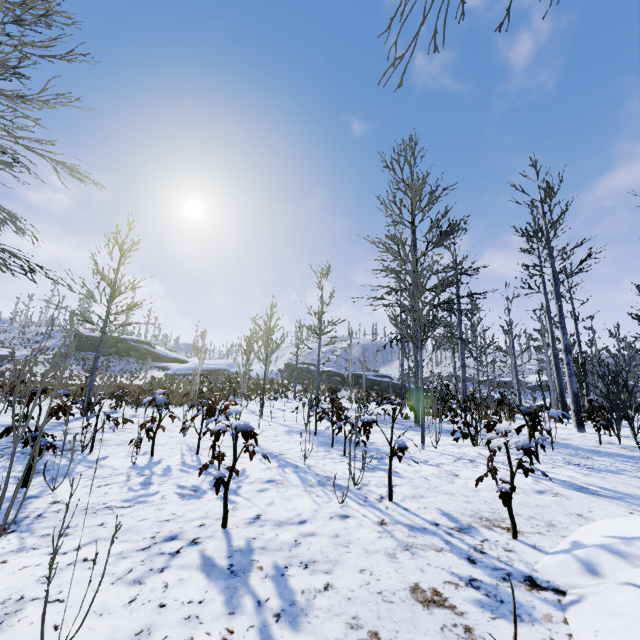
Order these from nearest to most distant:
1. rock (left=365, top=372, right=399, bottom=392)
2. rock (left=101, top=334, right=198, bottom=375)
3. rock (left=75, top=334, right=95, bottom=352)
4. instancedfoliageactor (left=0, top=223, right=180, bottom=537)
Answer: instancedfoliageactor (left=0, top=223, right=180, bottom=537), rock (left=365, top=372, right=399, bottom=392), rock (left=101, top=334, right=198, bottom=375), rock (left=75, top=334, right=95, bottom=352)

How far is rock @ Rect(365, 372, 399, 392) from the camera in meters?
36.8 m

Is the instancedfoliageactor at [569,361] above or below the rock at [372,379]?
below

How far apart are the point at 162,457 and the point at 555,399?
33.3m

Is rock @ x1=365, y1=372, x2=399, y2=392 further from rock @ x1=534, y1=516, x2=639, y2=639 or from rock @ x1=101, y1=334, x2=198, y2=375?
rock @ x1=534, y1=516, x2=639, y2=639

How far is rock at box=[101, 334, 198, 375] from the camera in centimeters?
4003cm

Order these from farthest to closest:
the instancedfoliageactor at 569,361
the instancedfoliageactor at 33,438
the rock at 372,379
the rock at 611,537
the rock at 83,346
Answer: the rock at 83,346
the rock at 372,379
the instancedfoliageactor at 569,361
the instancedfoliageactor at 33,438
the rock at 611,537
